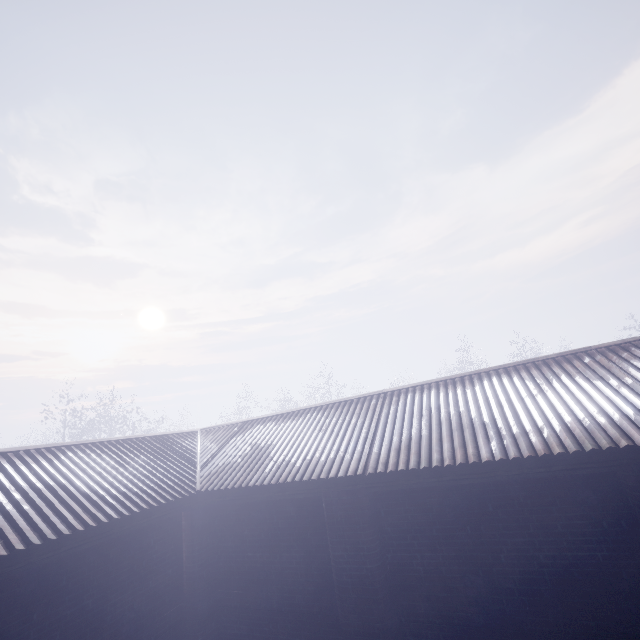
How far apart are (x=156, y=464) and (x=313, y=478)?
3.1 meters
